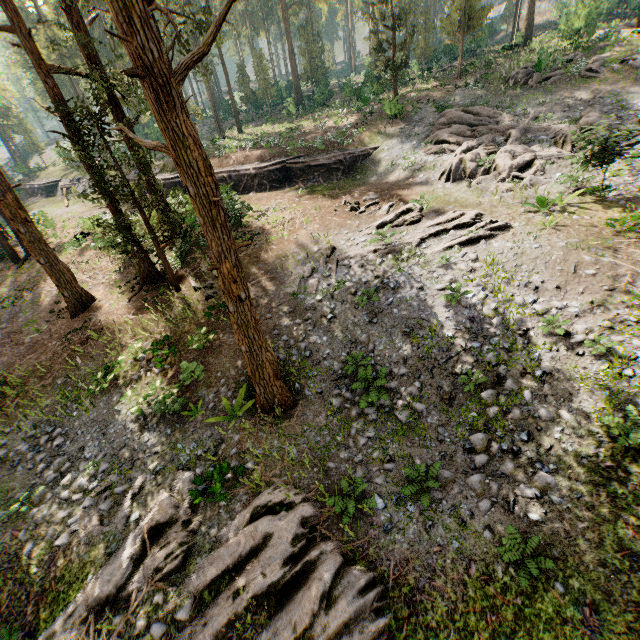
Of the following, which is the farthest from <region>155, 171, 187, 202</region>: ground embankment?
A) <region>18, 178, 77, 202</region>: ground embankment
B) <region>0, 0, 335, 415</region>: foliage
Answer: <region>18, 178, 77, 202</region>: ground embankment

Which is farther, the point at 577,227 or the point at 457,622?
the point at 577,227

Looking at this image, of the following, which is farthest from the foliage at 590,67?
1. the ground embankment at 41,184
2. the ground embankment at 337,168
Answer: the ground embankment at 41,184

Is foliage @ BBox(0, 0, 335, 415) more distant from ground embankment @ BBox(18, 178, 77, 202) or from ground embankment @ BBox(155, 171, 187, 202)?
ground embankment @ BBox(18, 178, 77, 202)

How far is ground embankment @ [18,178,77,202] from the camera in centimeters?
3922cm

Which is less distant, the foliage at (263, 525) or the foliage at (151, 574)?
the foliage at (263, 525)
